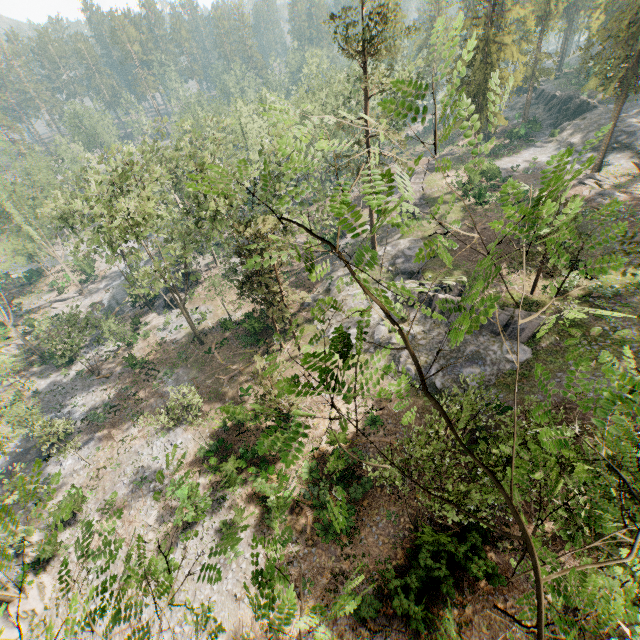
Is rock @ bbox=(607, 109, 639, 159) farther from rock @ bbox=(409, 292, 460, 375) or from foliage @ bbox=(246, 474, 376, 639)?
rock @ bbox=(409, 292, 460, 375)

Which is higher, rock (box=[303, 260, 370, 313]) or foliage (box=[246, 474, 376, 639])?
foliage (box=[246, 474, 376, 639])

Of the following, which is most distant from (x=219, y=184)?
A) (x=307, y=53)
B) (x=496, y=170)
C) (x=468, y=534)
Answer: (x=307, y=53)

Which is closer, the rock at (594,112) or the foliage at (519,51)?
the foliage at (519,51)

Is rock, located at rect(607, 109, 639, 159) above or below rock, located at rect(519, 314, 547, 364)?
above

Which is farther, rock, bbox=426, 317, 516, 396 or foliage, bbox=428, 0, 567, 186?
rock, bbox=426, 317, 516, 396

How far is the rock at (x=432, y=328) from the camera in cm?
2736

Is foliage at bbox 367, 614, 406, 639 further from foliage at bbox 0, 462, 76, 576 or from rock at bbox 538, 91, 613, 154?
rock at bbox 538, 91, 613, 154
